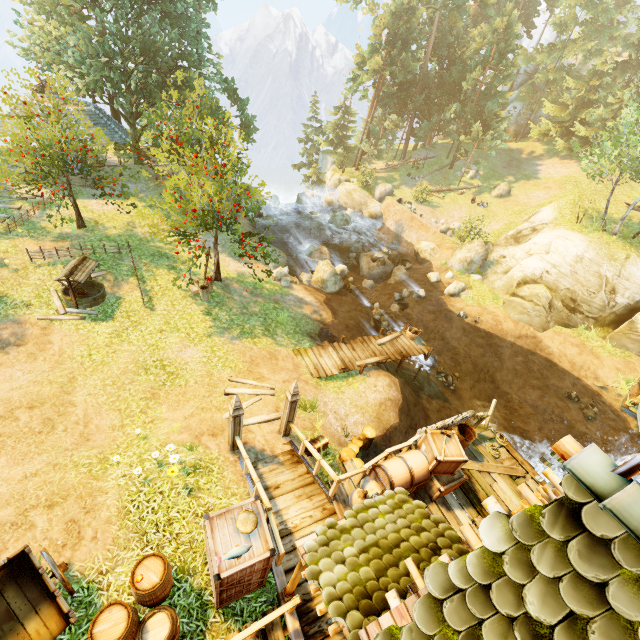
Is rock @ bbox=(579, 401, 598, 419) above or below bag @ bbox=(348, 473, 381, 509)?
below

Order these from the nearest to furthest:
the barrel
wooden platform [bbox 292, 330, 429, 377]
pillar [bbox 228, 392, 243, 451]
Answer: the barrel < pillar [bbox 228, 392, 243, 451] < wooden platform [bbox 292, 330, 429, 377]

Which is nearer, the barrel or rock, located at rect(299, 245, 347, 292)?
the barrel

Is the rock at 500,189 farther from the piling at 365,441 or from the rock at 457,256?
the piling at 365,441

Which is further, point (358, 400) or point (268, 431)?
point (358, 400)

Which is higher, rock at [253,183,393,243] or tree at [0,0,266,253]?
tree at [0,0,266,253]

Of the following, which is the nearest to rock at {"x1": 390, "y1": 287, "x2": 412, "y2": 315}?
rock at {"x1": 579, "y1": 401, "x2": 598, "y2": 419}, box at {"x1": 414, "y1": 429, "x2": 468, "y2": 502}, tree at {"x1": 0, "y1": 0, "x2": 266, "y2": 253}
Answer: tree at {"x1": 0, "y1": 0, "x2": 266, "y2": 253}

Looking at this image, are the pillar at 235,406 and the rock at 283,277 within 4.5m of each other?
no
